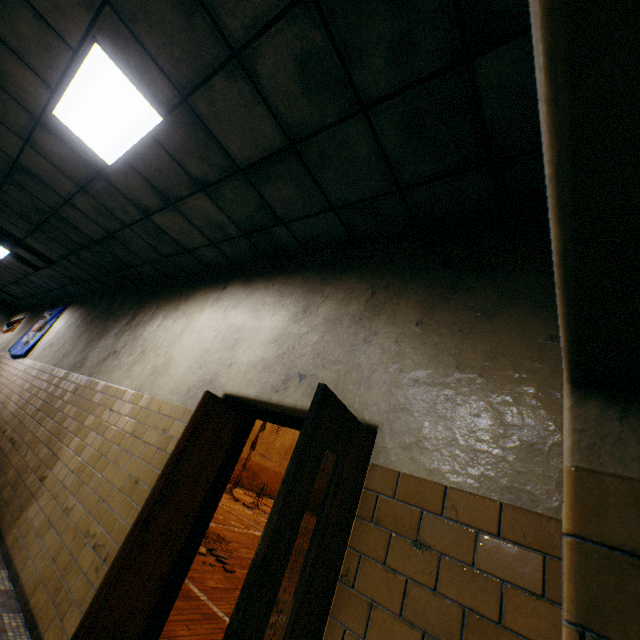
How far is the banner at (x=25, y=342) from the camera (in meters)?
8.60

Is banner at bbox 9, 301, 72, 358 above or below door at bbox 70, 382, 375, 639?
above

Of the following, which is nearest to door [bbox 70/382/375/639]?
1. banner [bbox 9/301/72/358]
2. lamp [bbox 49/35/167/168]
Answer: Result: lamp [bbox 49/35/167/168]

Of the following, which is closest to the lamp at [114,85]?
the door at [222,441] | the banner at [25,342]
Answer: the door at [222,441]

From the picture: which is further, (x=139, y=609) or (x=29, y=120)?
(x=29, y=120)

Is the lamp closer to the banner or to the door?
the door
